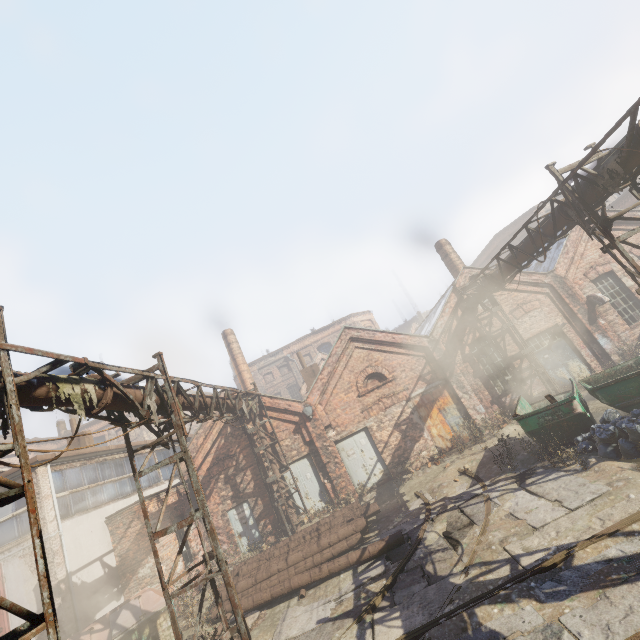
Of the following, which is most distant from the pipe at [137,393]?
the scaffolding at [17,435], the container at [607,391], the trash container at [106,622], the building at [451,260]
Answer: the trash container at [106,622]

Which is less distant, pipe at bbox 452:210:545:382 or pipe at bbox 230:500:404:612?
pipe at bbox 230:500:404:612

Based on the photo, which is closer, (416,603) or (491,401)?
(416,603)

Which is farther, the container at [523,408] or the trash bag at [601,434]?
the container at [523,408]

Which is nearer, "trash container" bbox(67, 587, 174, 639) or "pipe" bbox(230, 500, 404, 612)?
"trash container" bbox(67, 587, 174, 639)

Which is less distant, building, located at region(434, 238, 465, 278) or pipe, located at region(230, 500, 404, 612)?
pipe, located at region(230, 500, 404, 612)

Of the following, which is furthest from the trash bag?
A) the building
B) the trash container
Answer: the trash container

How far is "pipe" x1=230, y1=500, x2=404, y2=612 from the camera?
8.8 meters
